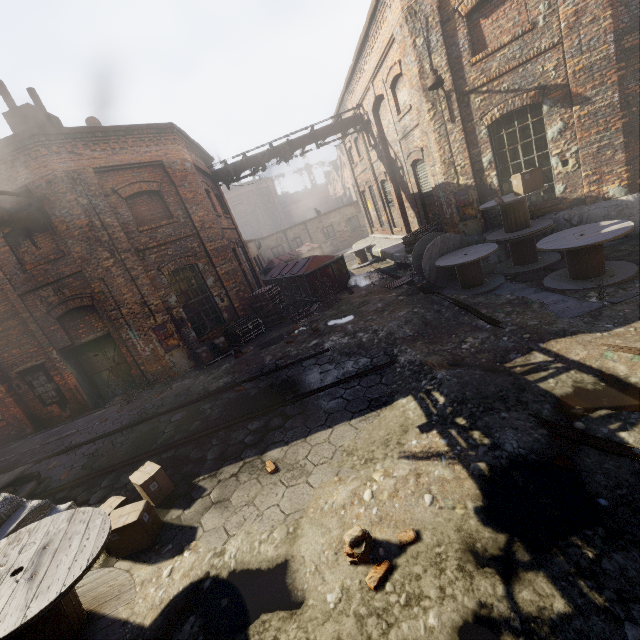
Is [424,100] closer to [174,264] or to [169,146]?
[169,146]

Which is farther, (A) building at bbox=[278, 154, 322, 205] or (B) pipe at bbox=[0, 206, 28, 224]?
(A) building at bbox=[278, 154, 322, 205]

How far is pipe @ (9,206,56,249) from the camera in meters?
8.6 m

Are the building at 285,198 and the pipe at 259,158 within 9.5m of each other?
no

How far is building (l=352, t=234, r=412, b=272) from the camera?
12.8 meters

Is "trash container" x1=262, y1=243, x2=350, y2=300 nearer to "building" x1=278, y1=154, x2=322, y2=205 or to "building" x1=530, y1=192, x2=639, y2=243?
"building" x1=530, y1=192, x2=639, y2=243

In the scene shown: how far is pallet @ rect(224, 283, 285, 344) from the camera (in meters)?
11.97

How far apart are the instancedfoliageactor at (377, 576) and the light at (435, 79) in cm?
999
